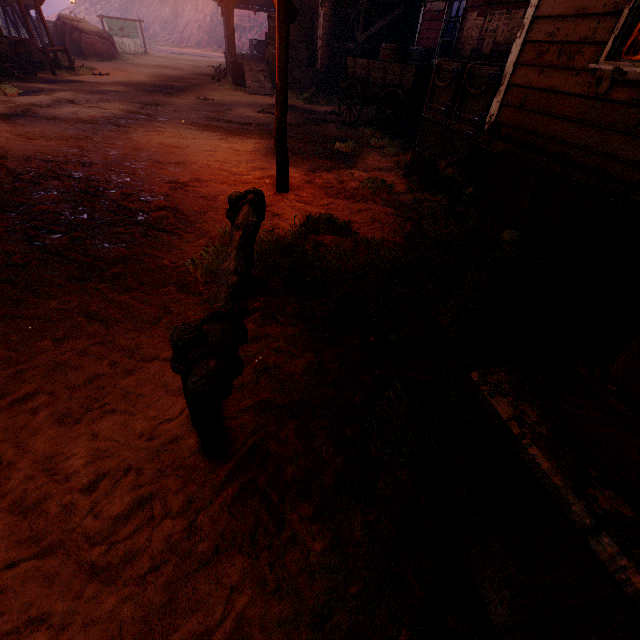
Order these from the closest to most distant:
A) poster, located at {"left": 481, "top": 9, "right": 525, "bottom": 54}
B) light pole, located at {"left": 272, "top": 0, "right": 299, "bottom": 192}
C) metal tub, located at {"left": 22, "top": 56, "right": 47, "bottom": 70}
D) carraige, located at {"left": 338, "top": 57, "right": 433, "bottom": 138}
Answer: light pole, located at {"left": 272, "top": 0, "right": 299, "bottom": 192}
poster, located at {"left": 481, "top": 9, "right": 525, "bottom": 54}
carraige, located at {"left": 338, "top": 57, "right": 433, "bottom": 138}
metal tub, located at {"left": 22, "top": 56, "right": 47, "bottom": 70}

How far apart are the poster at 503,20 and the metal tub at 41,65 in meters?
17.4

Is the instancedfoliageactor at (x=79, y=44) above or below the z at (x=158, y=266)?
above

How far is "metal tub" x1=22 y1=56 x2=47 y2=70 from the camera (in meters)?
13.56

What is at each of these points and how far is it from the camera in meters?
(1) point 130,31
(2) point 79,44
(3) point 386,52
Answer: (1) sign, 27.4 m
(2) instancedfoliageactor, 20.5 m
(3) barrel, 8.5 m

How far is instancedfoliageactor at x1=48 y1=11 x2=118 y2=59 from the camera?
20.2m

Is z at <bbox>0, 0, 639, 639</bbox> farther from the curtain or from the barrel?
the curtain

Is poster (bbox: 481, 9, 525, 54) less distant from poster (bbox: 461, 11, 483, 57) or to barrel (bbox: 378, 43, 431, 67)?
poster (bbox: 461, 11, 483, 57)
